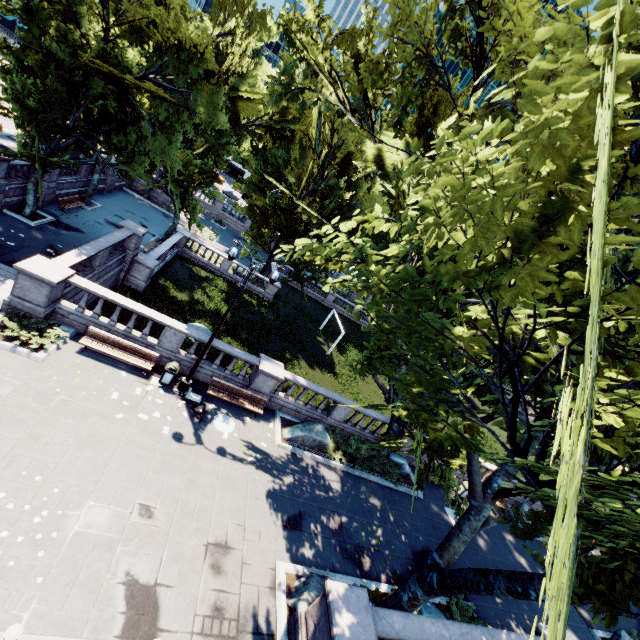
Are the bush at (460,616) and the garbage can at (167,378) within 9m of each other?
no

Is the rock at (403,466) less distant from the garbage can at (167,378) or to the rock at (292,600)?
the rock at (292,600)

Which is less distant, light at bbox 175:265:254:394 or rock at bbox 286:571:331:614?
rock at bbox 286:571:331:614

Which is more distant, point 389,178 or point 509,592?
point 389,178

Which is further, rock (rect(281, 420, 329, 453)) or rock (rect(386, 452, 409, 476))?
rock (rect(386, 452, 409, 476))

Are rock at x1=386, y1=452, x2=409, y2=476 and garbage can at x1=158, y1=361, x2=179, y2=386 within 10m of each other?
no

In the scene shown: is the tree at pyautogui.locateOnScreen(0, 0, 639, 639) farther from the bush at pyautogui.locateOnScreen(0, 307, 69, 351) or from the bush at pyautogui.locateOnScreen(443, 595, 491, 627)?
the bush at pyautogui.locateOnScreen(0, 307, 69, 351)

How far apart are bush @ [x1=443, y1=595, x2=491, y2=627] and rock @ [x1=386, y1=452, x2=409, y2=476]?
6.45m
